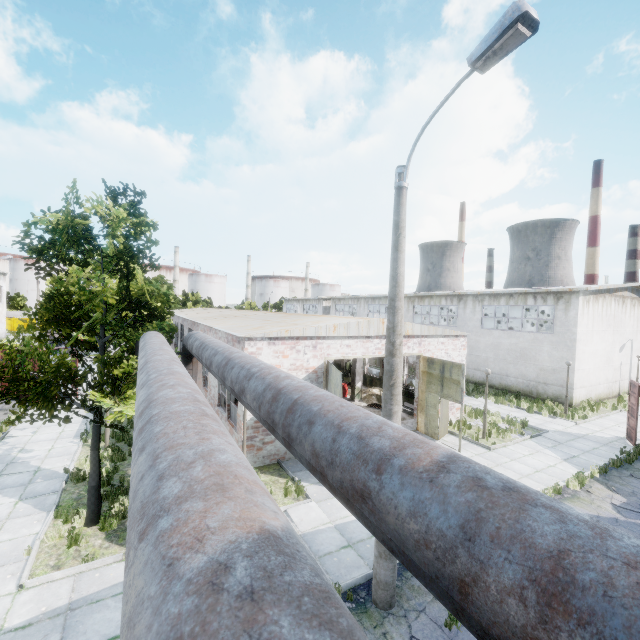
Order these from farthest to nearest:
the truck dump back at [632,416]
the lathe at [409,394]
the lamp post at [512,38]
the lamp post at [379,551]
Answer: the lathe at [409,394], the truck dump back at [632,416], the lamp post at [379,551], the lamp post at [512,38]

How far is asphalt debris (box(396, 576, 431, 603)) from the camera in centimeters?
679cm

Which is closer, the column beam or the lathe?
the lathe

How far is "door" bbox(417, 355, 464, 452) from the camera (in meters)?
13.92

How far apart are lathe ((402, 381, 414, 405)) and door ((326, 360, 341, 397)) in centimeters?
749cm

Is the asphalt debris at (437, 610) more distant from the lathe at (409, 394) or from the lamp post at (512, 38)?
the lathe at (409, 394)

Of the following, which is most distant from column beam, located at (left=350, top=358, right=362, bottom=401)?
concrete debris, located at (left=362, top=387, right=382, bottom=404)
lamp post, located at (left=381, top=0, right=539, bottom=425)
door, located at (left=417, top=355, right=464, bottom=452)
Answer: lamp post, located at (left=381, top=0, right=539, bottom=425)

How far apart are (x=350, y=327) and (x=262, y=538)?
12.9m
